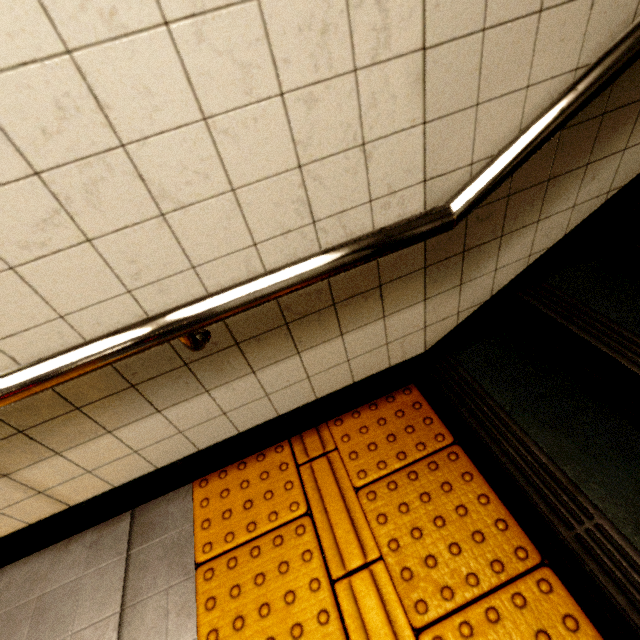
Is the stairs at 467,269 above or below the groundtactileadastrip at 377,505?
above

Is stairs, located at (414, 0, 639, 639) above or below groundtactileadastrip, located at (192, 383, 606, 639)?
above

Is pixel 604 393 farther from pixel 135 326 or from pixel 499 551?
pixel 135 326
